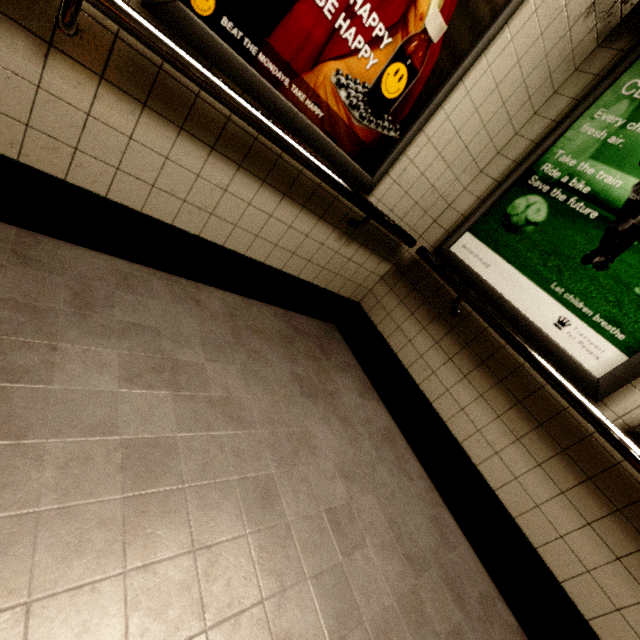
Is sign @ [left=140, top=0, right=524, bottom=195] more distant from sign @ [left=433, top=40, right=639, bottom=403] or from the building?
sign @ [left=433, top=40, right=639, bottom=403]

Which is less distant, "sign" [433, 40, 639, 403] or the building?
the building

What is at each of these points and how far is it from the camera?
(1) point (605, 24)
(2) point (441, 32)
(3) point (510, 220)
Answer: (1) building, 1.8 meters
(2) sign, 1.5 meters
(3) sign, 2.0 meters

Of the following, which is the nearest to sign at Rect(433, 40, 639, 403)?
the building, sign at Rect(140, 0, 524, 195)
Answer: the building

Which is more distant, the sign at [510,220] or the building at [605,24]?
the sign at [510,220]

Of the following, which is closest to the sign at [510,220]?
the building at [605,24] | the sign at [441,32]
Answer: the building at [605,24]
